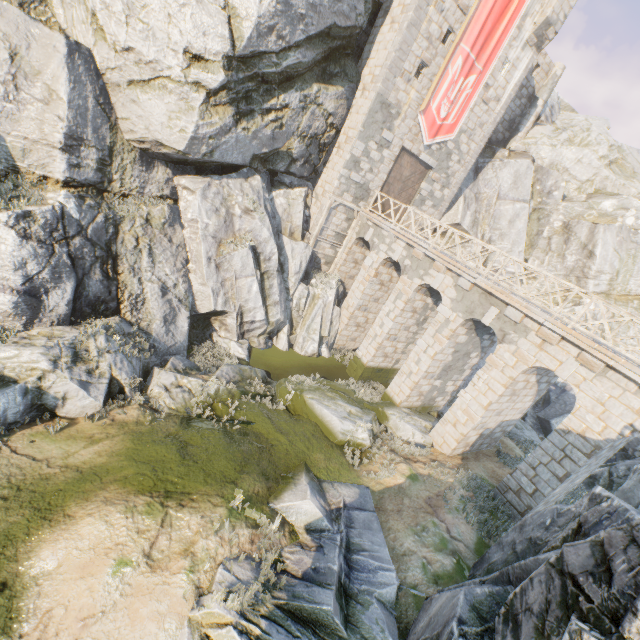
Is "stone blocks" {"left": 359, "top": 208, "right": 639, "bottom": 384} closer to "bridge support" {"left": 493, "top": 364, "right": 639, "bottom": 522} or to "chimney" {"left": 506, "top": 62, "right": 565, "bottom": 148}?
"bridge support" {"left": 493, "top": 364, "right": 639, "bottom": 522}

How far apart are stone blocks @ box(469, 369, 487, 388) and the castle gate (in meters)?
11.93

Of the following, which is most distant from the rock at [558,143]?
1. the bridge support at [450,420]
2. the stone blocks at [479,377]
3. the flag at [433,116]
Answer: the flag at [433,116]

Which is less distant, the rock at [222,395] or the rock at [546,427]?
the rock at [222,395]

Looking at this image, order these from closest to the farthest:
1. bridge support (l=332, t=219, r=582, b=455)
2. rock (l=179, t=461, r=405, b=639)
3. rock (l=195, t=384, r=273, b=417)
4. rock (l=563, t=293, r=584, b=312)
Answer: rock (l=179, t=461, r=405, b=639) < rock (l=195, t=384, r=273, b=417) < bridge support (l=332, t=219, r=582, b=455) < rock (l=563, t=293, r=584, b=312)

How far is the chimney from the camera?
23.5m

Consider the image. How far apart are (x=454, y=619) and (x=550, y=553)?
2.1m

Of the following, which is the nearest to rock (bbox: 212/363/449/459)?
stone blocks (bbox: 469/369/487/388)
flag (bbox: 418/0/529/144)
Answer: stone blocks (bbox: 469/369/487/388)
